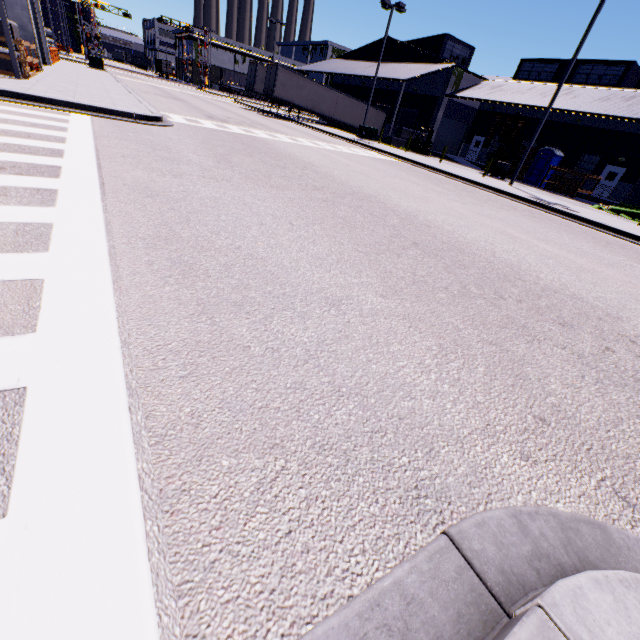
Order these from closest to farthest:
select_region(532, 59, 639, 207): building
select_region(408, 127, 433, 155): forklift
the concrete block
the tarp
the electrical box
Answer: the tarp → select_region(532, 59, 639, 207): building → the electrical box → select_region(408, 127, 433, 155): forklift → the concrete block

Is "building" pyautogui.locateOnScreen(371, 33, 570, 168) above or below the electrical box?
above

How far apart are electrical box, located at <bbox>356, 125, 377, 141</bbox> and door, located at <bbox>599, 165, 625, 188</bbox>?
20.07m

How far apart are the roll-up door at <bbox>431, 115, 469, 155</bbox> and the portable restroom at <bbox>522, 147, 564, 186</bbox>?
11.79m

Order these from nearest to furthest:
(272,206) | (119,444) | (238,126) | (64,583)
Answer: (64,583)
(119,444)
(272,206)
(238,126)

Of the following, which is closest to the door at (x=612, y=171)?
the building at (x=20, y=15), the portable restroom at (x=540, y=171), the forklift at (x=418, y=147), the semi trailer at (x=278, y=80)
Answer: the building at (x=20, y=15)

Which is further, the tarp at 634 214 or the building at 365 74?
the building at 365 74

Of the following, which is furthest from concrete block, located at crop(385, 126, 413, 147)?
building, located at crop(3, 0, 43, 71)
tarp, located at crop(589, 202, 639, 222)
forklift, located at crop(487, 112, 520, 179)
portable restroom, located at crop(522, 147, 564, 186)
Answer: tarp, located at crop(589, 202, 639, 222)
